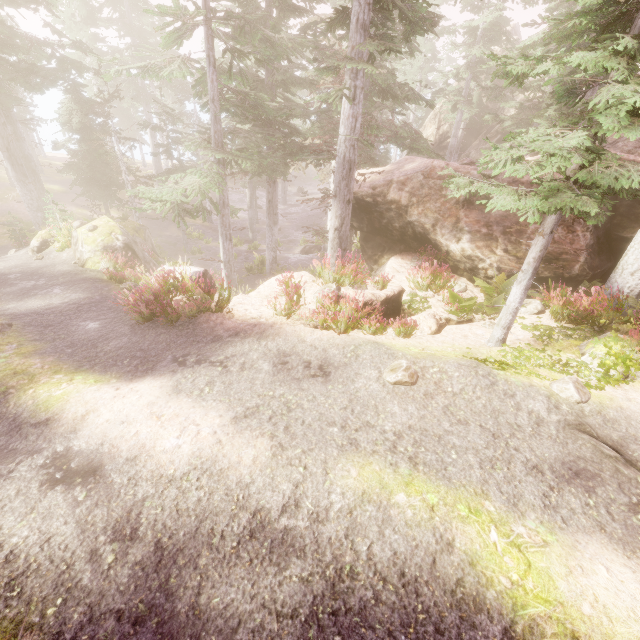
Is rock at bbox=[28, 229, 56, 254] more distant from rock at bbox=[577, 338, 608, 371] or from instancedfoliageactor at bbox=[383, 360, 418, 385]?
rock at bbox=[577, 338, 608, 371]

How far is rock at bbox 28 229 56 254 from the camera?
16.8 meters

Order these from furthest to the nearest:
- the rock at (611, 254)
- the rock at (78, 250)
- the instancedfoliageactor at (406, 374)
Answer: the rock at (78, 250) < the rock at (611, 254) < the instancedfoliageactor at (406, 374)

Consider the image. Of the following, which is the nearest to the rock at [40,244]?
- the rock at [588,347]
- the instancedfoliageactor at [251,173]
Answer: the instancedfoliageactor at [251,173]

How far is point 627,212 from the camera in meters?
11.5 m

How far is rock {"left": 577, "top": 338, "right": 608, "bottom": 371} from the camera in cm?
709
